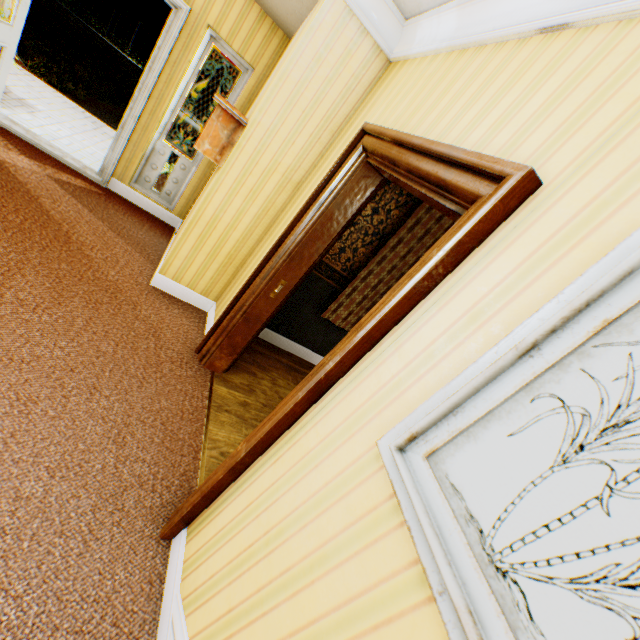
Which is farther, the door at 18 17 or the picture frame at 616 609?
the door at 18 17

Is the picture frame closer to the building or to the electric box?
the building

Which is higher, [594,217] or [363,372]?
[594,217]

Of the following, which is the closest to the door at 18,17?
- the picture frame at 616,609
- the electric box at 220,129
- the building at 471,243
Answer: the building at 471,243

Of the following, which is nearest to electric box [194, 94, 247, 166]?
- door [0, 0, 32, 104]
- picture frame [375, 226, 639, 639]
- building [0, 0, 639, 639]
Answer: building [0, 0, 639, 639]

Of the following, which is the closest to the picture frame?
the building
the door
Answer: the building

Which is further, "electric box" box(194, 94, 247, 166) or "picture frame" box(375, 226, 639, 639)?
"electric box" box(194, 94, 247, 166)
